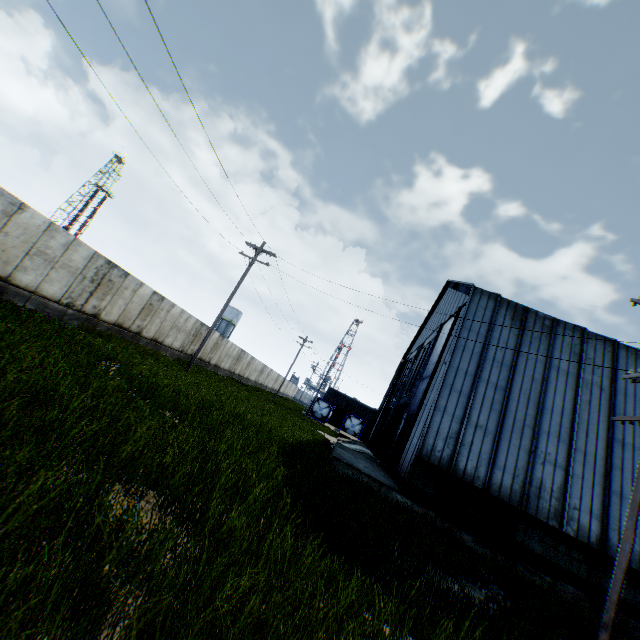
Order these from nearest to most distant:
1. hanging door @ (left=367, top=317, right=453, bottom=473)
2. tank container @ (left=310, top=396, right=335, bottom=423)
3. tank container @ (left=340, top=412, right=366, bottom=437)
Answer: hanging door @ (left=367, top=317, right=453, bottom=473) < tank container @ (left=340, top=412, right=366, bottom=437) < tank container @ (left=310, top=396, right=335, bottom=423)

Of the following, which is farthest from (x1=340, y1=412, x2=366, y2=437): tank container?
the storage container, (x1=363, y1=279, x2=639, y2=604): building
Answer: (x1=363, y1=279, x2=639, y2=604): building

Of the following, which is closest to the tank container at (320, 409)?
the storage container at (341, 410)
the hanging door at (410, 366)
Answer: the storage container at (341, 410)

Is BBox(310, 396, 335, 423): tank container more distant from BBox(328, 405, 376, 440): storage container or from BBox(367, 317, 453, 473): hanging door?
BBox(367, 317, 453, 473): hanging door

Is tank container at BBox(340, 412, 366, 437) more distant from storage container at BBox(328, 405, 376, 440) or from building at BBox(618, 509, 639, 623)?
building at BBox(618, 509, 639, 623)

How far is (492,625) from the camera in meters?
5.3

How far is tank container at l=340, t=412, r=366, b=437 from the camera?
45.2m

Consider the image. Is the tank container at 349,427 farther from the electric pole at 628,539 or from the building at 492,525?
the electric pole at 628,539
